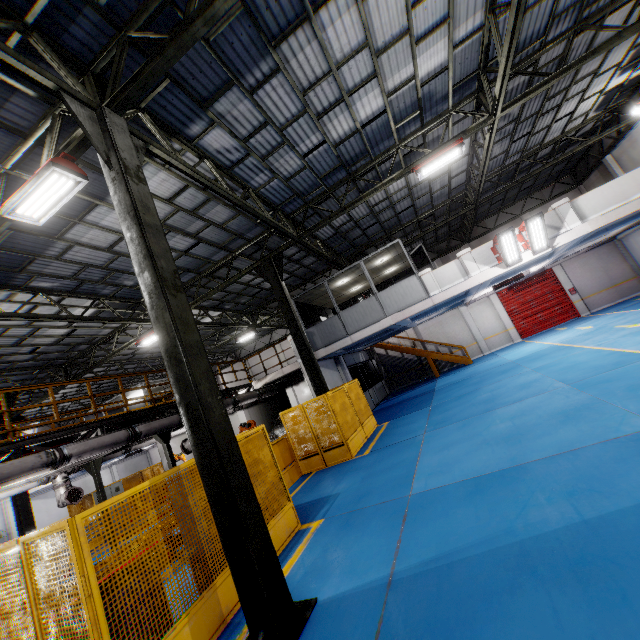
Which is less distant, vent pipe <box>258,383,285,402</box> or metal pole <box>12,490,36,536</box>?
metal pole <box>12,490,36,536</box>

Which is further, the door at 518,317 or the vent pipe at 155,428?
the door at 518,317

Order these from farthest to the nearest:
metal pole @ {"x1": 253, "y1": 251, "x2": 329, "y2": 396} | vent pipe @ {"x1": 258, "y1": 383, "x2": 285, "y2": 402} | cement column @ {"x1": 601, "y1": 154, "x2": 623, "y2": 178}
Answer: cement column @ {"x1": 601, "y1": 154, "x2": 623, "y2": 178}, vent pipe @ {"x1": 258, "y1": 383, "x2": 285, "y2": 402}, metal pole @ {"x1": 253, "y1": 251, "x2": 329, "y2": 396}

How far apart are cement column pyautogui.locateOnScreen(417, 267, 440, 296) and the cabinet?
18.88m

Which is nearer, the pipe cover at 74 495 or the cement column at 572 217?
the pipe cover at 74 495

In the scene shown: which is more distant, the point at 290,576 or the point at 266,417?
the point at 266,417

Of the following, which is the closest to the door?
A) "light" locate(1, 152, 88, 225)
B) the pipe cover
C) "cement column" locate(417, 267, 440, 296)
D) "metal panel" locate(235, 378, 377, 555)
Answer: "cement column" locate(417, 267, 440, 296)

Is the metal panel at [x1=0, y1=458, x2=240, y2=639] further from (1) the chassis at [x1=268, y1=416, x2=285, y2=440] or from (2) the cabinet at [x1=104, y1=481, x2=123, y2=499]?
(1) the chassis at [x1=268, y1=416, x2=285, y2=440]
